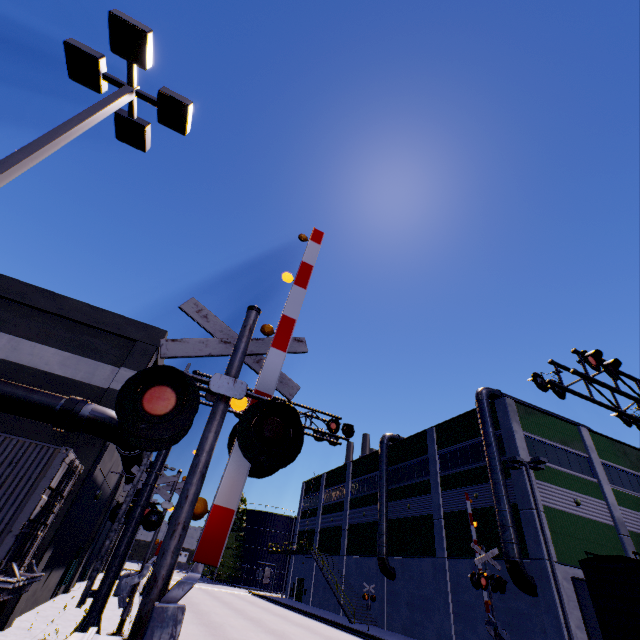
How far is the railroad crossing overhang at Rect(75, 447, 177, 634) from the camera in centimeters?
938cm

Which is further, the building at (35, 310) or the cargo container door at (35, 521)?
the building at (35, 310)

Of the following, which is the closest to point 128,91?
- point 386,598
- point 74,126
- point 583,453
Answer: point 74,126

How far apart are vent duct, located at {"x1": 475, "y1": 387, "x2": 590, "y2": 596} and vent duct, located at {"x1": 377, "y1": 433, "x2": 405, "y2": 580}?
12.3m

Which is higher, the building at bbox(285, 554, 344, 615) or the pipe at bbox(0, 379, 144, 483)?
the pipe at bbox(0, 379, 144, 483)

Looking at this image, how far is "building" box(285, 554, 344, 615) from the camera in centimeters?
3509cm

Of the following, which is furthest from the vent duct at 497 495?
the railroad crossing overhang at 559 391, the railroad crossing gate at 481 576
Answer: the railroad crossing overhang at 559 391

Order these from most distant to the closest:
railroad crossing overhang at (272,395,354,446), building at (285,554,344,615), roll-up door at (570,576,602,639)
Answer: building at (285,554,344,615)
roll-up door at (570,576,602,639)
railroad crossing overhang at (272,395,354,446)
